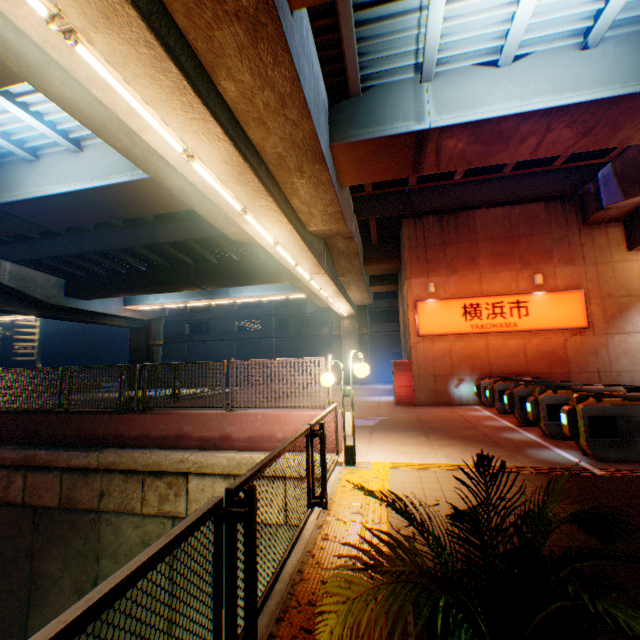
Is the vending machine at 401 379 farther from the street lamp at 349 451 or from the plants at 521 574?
the plants at 521 574

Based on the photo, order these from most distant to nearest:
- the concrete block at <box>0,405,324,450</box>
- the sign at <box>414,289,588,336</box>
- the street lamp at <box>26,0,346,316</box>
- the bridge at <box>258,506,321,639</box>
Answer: the sign at <box>414,289,588,336</box> → the concrete block at <box>0,405,324,450</box> → the street lamp at <box>26,0,346,316</box> → the bridge at <box>258,506,321,639</box>

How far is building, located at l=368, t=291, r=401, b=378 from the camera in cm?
3900

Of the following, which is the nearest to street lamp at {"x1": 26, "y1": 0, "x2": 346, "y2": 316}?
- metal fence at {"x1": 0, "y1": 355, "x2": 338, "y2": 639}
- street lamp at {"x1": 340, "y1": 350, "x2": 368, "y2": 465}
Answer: metal fence at {"x1": 0, "y1": 355, "x2": 338, "y2": 639}

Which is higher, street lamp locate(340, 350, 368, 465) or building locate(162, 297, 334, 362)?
building locate(162, 297, 334, 362)

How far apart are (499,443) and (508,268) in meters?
9.3 m

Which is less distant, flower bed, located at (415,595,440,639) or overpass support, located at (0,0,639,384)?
flower bed, located at (415,595,440,639)

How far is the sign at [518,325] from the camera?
13.3 meters
